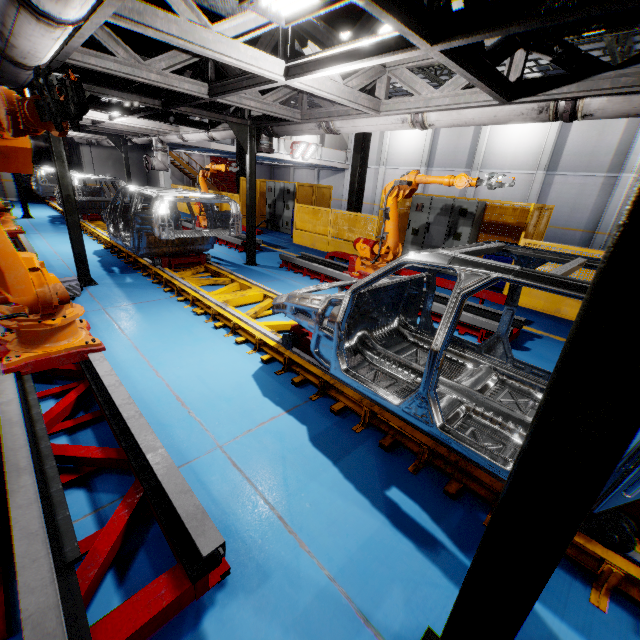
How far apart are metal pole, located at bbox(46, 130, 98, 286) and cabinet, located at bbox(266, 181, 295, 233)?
9.2m

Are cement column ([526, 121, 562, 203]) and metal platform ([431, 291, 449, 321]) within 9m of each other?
no

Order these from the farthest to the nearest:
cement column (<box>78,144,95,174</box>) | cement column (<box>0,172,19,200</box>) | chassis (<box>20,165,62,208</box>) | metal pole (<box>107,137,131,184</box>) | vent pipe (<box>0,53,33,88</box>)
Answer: cement column (<box>78,144,95,174</box>) < cement column (<box>0,172,19,200</box>) < metal pole (<box>107,137,131,184</box>) < chassis (<box>20,165,62,208</box>) < vent pipe (<box>0,53,33,88</box>)

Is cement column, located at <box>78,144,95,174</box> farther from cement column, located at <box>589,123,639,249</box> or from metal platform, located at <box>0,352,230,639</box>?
cement column, located at <box>589,123,639,249</box>

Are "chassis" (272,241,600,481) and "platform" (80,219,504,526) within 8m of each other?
yes

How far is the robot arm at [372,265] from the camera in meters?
5.3 m

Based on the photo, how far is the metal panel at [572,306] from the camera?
6.9m

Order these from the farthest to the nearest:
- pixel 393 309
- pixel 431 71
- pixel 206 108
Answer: pixel 431 71 → pixel 206 108 → pixel 393 309
